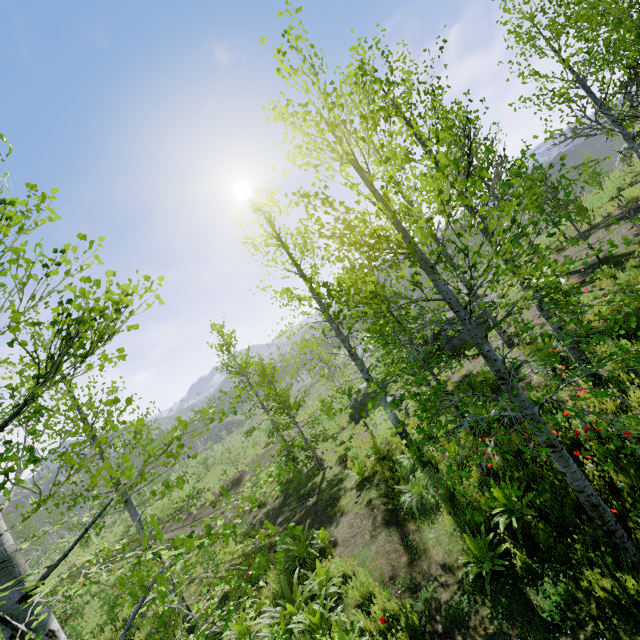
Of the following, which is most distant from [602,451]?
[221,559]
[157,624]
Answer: [221,559]

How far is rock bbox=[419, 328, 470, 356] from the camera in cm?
1652

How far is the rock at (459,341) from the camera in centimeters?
1652cm
